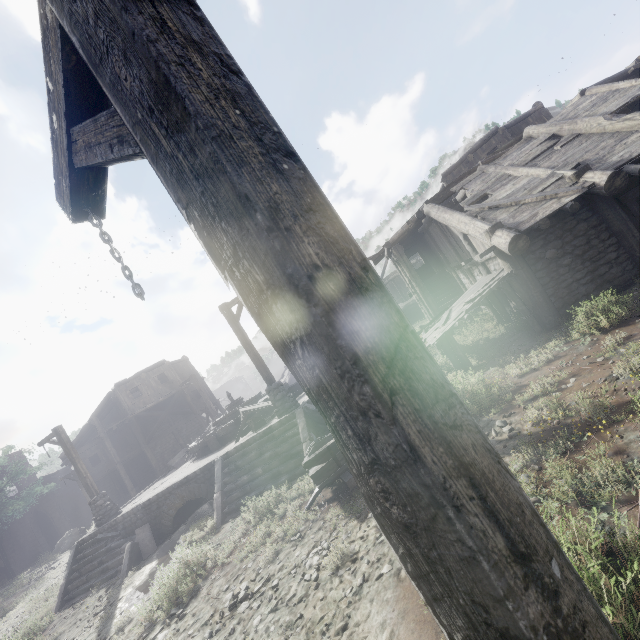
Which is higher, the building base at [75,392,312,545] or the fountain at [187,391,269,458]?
the fountain at [187,391,269,458]

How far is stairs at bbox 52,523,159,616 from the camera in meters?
11.4 m

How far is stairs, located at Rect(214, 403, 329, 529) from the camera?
9.72m

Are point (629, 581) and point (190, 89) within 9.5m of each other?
yes

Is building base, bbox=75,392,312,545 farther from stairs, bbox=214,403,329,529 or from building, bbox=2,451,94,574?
building, bbox=2,451,94,574

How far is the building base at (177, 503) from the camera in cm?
1145

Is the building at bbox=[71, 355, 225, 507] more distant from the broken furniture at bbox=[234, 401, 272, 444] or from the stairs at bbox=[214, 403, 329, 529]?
the broken furniture at bbox=[234, 401, 272, 444]

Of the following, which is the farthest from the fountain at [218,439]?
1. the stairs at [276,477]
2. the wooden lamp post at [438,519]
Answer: the wooden lamp post at [438,519]
